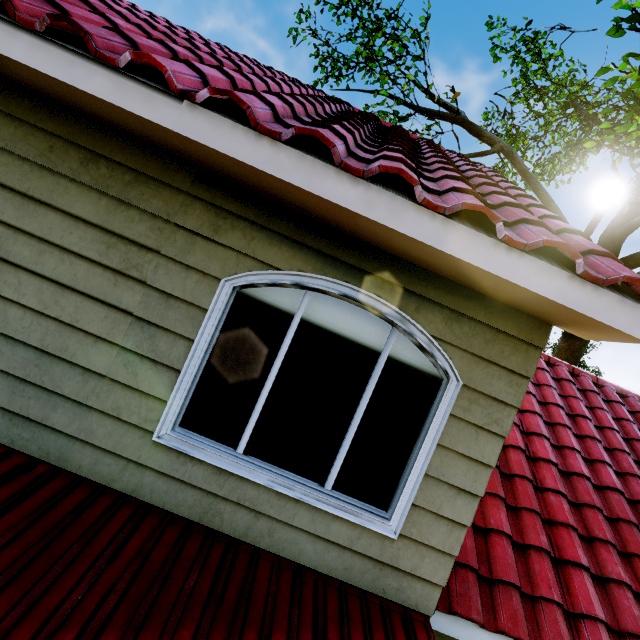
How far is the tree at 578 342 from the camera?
12.4 meters

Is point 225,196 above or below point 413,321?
above

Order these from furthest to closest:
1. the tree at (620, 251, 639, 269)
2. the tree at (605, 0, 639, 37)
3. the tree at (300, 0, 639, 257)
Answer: the tree at (620, 251, 639, 269), the tree at (300, 0, 639, 257), the tree at (605, 0, 639, 37)

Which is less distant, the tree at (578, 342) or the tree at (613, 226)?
the tree at (613, 226)

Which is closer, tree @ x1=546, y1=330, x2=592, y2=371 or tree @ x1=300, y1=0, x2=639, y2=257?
tree @ x1=300, y1=0, x2=639, y2=257

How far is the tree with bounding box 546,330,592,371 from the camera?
12.35m

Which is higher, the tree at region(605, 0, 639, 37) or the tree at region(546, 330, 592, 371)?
the tree at region(605, 0, 639, 37)
